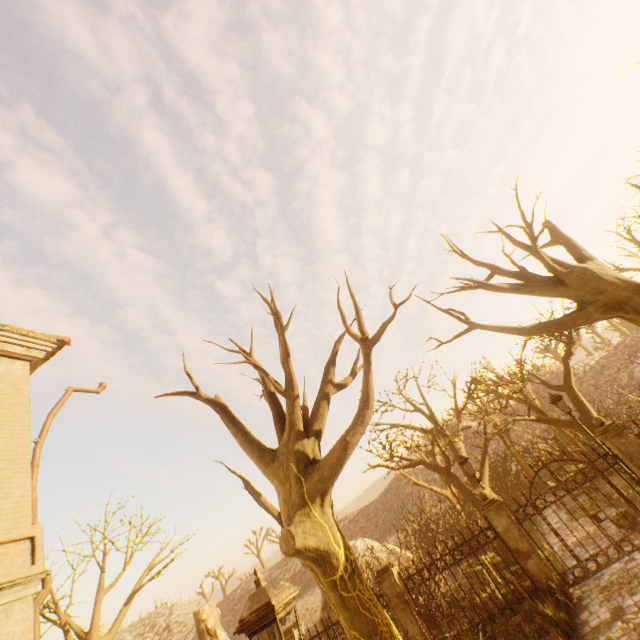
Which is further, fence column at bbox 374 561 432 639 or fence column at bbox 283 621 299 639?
fence column at bbox 283 621 299 639

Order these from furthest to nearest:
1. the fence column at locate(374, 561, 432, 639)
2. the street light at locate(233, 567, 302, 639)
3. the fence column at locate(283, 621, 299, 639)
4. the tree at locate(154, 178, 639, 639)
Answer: the fence column at locate(283, 621, 299, 639) < the fence column at locate(374, 561, 432, 639) < the tree at locate(154, 178, 639, 639) < the street light at locate(233, 567, 302, 639)

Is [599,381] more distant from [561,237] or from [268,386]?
[268,386]

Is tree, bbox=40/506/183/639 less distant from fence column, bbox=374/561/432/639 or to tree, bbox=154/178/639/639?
fence column, bbox=374/561/432/639

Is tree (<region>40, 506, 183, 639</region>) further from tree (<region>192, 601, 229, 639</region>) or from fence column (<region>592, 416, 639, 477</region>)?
tree (<region>192, 601, 229, 639</region>)

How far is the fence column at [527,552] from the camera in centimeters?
859cm

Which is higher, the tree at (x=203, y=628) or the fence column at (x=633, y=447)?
the tree at (x=203, y=628)

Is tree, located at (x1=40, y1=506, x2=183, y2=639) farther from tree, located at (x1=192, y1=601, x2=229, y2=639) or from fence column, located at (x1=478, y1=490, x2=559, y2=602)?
tree, located at (x1=192, y1=601, x2=229, y2=639)
